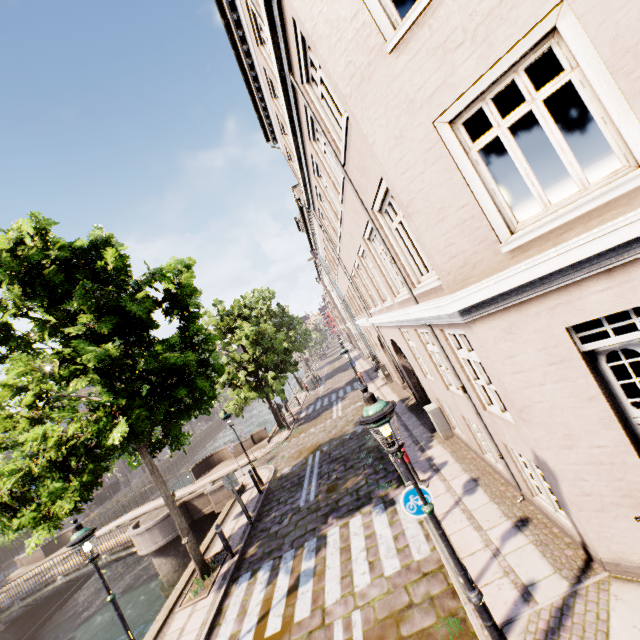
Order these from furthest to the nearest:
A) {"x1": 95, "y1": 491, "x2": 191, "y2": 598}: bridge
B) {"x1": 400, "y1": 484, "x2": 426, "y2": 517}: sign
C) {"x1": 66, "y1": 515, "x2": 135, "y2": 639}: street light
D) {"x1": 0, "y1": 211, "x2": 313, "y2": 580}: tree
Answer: {"x1": 95, "y1": 491, "x2": 191, "y2": 598}: bridge → {"x1": 0, "y1": 211, "x2": 313, "y2": 580}: tree → {"x1": 66, "y1": 515, "x2": 135, "y2": 639}: street light → {"x1": 400, "y1": 484, "x2": 426, "y2": 517}: sign

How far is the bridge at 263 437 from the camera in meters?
20.9 m

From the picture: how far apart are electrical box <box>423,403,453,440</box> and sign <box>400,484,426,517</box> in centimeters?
521cm

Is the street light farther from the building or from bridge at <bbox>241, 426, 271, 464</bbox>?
bridge at <bbox>241, 426, 271, 464</bbox>

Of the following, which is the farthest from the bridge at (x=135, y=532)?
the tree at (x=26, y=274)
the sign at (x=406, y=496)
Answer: the sign at (x=406, y=496)

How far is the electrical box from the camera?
10.1 meters

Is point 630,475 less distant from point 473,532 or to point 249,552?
point 473,532

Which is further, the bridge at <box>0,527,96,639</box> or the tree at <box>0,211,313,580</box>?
the bridge at <box>0,527,96,639</box>
